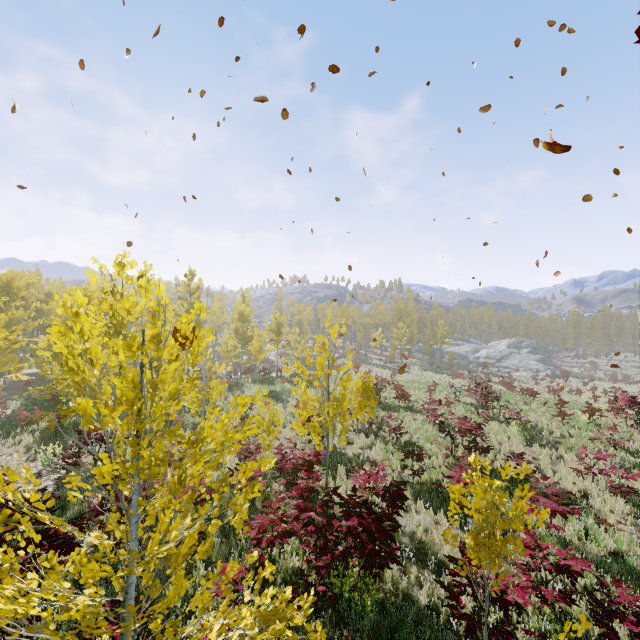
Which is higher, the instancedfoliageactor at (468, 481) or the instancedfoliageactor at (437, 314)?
the instancedfoliageactor at (437, 314)

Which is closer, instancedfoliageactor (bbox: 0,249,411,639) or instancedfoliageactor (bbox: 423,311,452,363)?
instancedfoliageactor (bbox: 0,249,411,639)

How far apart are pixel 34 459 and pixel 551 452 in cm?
1910

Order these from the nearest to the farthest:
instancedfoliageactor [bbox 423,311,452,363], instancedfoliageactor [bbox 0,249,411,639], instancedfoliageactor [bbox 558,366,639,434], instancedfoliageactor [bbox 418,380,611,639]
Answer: instancedfoliageactor [bbox 0,249,411,639]
instancedfoliageactor [bbox 418,380,611,639]
instancedfoliageactor [bbox 558,366,639,434]
instancedfoliageactor [bbox 423,311,452,363]

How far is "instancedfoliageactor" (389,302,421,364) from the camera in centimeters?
4834cm
